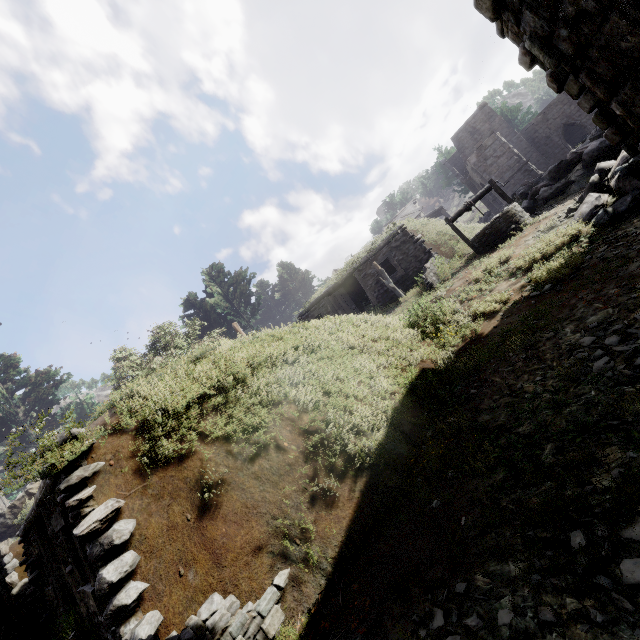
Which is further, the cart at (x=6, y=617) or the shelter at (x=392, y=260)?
the shelter at (x=392, y=260)

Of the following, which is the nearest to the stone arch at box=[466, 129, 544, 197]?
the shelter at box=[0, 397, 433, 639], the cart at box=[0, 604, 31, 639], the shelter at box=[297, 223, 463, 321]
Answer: the shelter at box=[297, 223, 463, 321]

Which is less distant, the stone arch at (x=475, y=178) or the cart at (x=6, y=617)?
the cart at (x=6, y=617)

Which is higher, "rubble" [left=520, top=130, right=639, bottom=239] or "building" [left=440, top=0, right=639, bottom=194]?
"building" [left=440, top=0, right=639, bottom=194]

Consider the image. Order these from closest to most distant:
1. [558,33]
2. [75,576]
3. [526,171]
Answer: [558,33]
[75,576]
[526,171]

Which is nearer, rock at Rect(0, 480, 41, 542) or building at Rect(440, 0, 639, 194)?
building at Rect(440, 0, 639, 194)

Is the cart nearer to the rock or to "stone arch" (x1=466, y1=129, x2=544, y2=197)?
the rock

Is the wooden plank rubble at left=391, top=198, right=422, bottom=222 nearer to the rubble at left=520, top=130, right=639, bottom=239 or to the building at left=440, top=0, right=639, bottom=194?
the building at left=440, top=0, right=639, bottom=194
